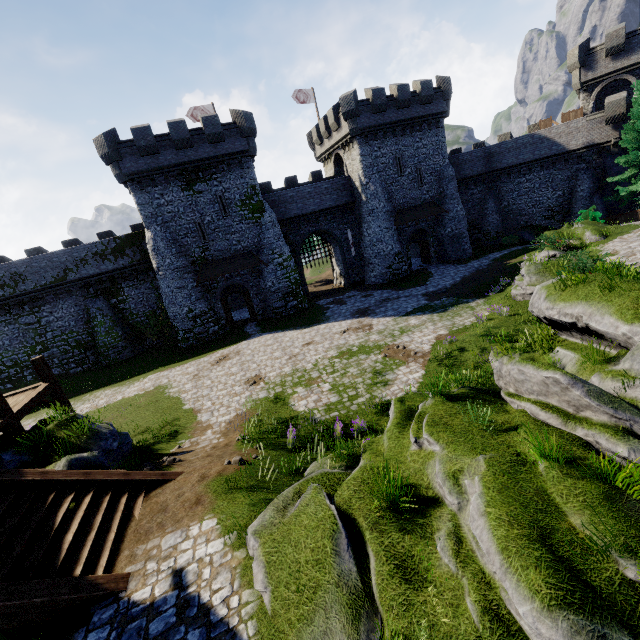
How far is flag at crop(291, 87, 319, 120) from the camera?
34.8 meters

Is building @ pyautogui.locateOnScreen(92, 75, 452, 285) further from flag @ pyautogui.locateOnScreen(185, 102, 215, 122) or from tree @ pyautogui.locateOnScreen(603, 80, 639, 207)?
tree @ pyautogui.locateOnScreen(603, 80, 639, 207)

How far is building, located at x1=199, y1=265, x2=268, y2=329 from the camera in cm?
2830

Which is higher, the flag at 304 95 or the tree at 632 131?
the flag at 304 95

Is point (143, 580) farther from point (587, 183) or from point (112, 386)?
point (587, 183)

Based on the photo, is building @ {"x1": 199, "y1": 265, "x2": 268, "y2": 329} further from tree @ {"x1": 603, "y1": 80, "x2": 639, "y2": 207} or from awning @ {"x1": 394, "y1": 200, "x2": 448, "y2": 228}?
tree @ {"x1": 603, "y1": 80, "x2": 639, "y2": 207}

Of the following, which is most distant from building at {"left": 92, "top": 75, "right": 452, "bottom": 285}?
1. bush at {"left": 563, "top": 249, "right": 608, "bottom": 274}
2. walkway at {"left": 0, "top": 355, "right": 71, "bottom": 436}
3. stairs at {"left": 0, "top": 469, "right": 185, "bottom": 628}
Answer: stairs at {"left": 0, "top": 469, "right": 185, "bottom": 628}

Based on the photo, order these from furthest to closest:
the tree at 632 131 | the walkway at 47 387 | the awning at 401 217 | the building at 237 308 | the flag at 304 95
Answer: the flag at 304 95
the building at 237 308
the awning at 401 217
the tree at 632 131
the walkway at 47 387
